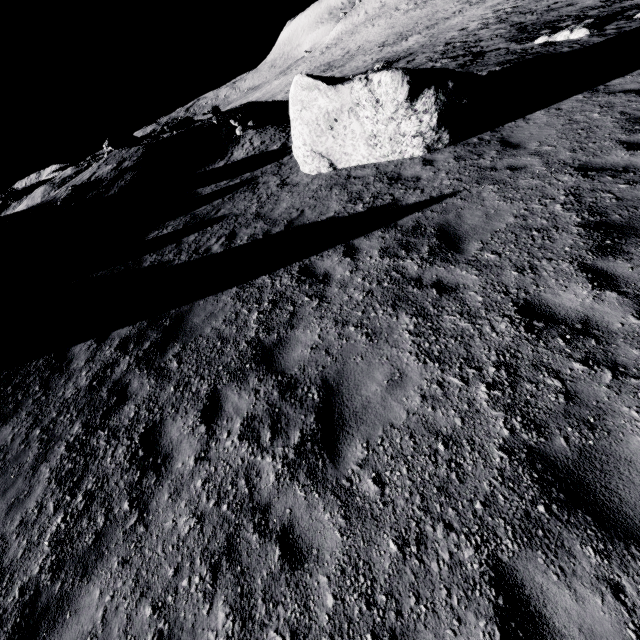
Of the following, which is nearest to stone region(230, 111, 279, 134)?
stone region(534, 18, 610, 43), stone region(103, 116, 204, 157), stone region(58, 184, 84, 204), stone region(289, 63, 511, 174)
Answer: stone region(289, 63, 511, 174)

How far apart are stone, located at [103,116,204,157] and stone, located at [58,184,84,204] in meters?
9.3 m

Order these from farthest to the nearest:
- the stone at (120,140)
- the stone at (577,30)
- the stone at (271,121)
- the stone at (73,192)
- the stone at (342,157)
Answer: the stone at (120,140), the stone at (271,121), the stone at (73,192), the stone at (577,30), the stone at (342,157)

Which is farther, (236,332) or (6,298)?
(6,298)

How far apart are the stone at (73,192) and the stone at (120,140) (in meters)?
9.34

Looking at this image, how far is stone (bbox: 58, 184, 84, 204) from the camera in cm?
1733

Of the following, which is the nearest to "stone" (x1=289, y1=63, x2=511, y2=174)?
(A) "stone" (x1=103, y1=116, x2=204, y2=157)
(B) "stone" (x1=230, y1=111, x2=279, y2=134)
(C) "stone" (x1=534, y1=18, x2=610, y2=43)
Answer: (C) "stone" (x1=534, y1=18, x2=610, y2=43)
